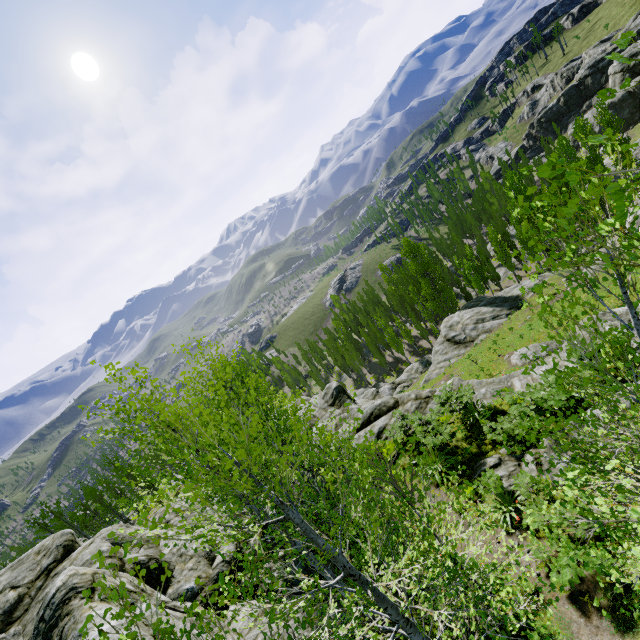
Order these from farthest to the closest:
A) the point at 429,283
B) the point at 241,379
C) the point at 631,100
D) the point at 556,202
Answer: the point at 631,100 < the point at 429,283 < the point at 241,379 < the point at 556,202

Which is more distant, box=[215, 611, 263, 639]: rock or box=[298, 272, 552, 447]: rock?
box=[298, 272, 552, 447]: rock

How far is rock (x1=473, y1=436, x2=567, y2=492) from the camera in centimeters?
1052cm

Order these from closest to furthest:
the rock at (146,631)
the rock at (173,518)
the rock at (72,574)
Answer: the rock at (146,631) < the rock at (72,574) < the rock at (173,518)

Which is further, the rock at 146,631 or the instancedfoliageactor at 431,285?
the instancedfoliageactor at 431,285

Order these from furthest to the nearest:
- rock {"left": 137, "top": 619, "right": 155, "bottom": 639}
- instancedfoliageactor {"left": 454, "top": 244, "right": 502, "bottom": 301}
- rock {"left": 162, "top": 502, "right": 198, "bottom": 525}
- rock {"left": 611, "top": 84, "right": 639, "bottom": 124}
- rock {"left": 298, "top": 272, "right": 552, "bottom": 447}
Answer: rock {"left": 611, "top": 84, "right": 639, "bottom": 124} < instancedfoliageactor {"left": 454, "top": 244, "right": 502, "bottom": 301} < rock {"left": 298, "top": 272, "right": 552, "bottom": 447} < rock {"left": 162, "top": 502, "right": 198, "bottom": 525} < rock {"left": 137, "top": 619, "right": 155, "bottom": 639}

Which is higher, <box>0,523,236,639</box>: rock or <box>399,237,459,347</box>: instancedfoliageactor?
<box>0,523,236,639</box>: rock

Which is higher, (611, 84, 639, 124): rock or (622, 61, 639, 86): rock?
(622, 61, 639, 86): rock
